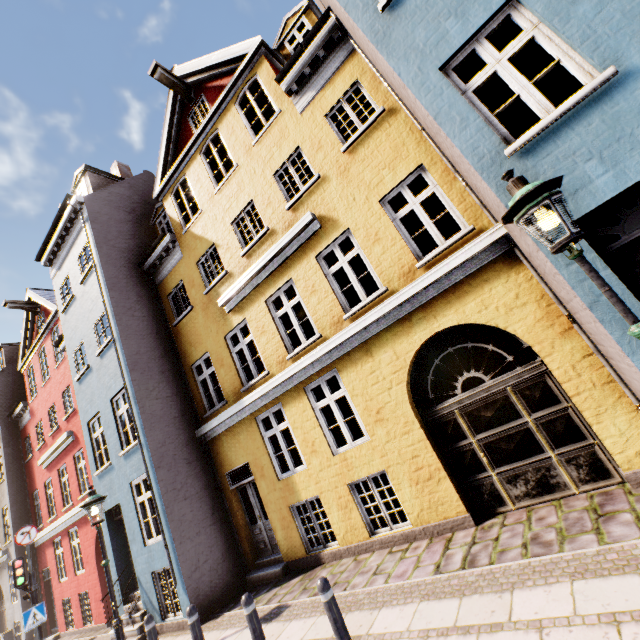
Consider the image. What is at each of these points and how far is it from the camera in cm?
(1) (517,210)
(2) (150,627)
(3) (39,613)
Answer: (1) street light, 273
(2) bollard, 583
(3) sign, 925

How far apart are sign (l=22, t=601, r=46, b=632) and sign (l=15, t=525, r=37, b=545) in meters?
1.7

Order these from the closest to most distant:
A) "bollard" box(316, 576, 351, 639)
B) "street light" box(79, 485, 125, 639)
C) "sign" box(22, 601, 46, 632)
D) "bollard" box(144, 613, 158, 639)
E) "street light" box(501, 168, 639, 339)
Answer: "street light" box(501, 168, 639, 339) < "bollard" box(316, 576, 351, 639) < "bollard" box(144, 613, 158, 639) < "street light" box(79, 485, 125, 639) < "sign" box(22, 601, 46, 632)

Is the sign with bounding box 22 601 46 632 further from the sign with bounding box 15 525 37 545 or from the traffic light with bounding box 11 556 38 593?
the sign with bounding box 15 525 37 545

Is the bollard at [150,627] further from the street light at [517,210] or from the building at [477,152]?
the street light at [517,210]

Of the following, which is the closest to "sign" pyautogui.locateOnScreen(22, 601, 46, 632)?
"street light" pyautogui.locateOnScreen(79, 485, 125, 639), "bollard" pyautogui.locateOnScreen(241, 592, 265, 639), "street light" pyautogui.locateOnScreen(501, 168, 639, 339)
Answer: "street light" pyautogui.locateOnScreen(79, 485, 125, 639)

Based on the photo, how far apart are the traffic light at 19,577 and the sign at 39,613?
0.4 meters

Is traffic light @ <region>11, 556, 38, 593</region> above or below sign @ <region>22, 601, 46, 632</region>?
above
